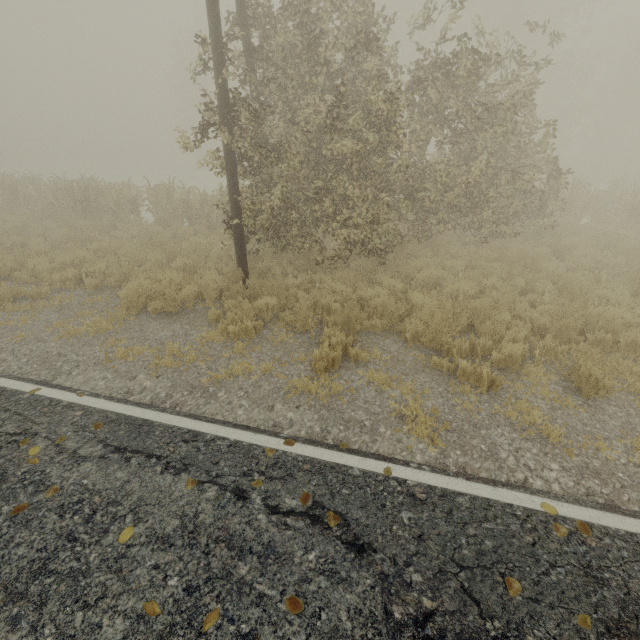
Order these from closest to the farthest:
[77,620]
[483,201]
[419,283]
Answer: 1. [77,620]
2. [419,283]
3. [483,201]

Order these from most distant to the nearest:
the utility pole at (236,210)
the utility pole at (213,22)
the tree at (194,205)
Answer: the tree at (194,205) < the utility pole at (236,210) < the utility pole at (213,22)

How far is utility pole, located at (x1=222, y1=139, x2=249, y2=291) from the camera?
7.3m

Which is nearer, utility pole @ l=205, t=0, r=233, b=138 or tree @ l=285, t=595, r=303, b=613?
tree @ l=285, t=595, r=303, b=613

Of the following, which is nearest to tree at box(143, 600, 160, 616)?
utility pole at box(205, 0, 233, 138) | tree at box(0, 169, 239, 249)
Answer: utility pole at box(205, 0, 233, 138)

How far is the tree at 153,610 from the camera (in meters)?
2.52

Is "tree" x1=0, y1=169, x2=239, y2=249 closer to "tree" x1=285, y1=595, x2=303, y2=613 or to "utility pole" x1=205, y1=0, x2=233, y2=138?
"utility pole" x1=205, y1=0, x2=233, y2=138
